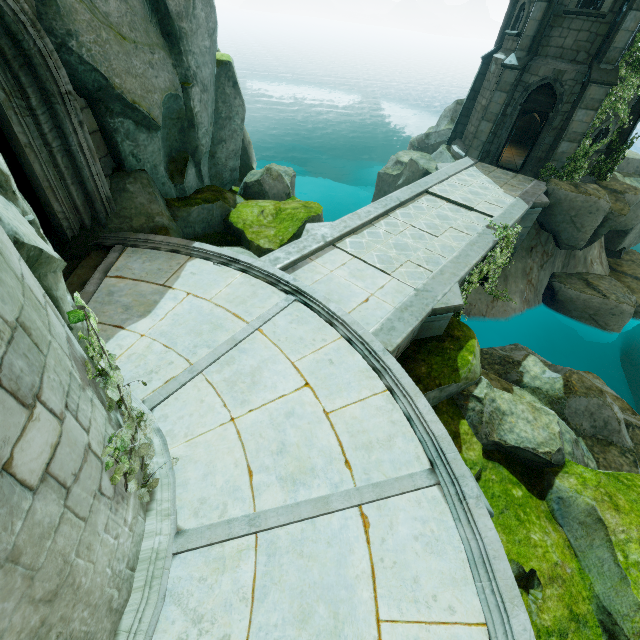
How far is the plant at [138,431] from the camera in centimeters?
315cm

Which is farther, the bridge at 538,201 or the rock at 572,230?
the rock at 572,230

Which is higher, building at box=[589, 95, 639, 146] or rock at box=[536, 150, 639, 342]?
building at box=[589, 95, 639, 146]

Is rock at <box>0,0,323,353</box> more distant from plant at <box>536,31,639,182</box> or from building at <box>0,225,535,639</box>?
plant at <box>536,31,639,182</box>

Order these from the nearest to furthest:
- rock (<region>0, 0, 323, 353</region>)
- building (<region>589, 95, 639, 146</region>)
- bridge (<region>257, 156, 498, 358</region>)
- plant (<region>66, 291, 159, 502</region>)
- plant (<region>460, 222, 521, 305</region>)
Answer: plant (<region>66, 291, 159, 502</region>), rock (<region>0, 0, 323, 353</region>), bridge (<region>257, 156, 498, 358</region>), plant (<region>460, 222, 521, 305</region>), building (<region>589, 95, 639, 146</region>)

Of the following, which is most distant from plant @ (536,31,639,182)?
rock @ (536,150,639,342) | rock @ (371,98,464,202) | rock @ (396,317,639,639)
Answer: rock @ (396,317,639,639)

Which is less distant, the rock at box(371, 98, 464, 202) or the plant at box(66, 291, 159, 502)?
the plant at box(66, 291, 159, 502)

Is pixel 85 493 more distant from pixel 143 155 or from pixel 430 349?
pixel 143 155
